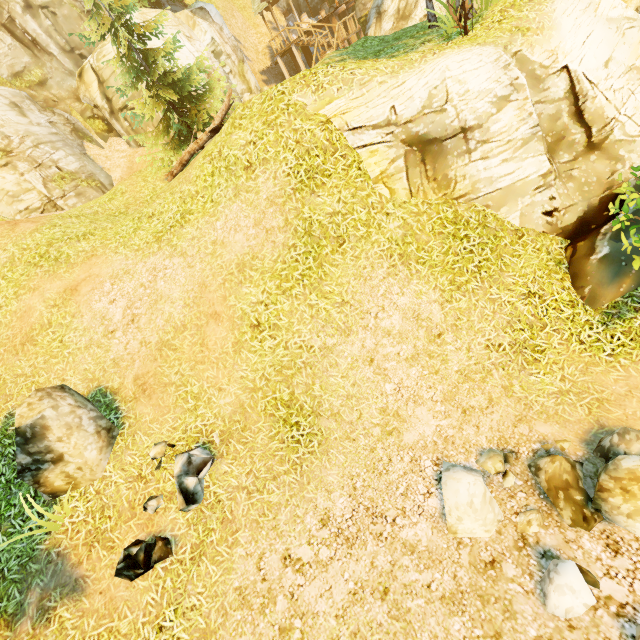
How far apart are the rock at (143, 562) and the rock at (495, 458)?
4.3 meters

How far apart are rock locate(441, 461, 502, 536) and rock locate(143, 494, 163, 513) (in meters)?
3.93

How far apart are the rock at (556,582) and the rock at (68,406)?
6.99m

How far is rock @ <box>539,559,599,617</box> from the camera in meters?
3.7 m

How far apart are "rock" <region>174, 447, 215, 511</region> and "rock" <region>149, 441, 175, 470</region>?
0.25m

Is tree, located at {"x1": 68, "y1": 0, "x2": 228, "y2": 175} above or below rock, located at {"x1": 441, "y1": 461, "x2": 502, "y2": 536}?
above

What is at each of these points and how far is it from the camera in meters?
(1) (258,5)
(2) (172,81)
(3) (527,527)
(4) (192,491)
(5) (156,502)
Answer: (1) building, 25.7 m
(2) tree, 12.9 m
(3) rock, 4.5 m
(4) rock, 5.5 m
(5) rock, 5.6 m

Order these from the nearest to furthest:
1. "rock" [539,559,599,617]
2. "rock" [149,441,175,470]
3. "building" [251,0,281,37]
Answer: "rock" [539,559,599,617], "rock" [149,441,175,470], "building" [251,0,281,37]
